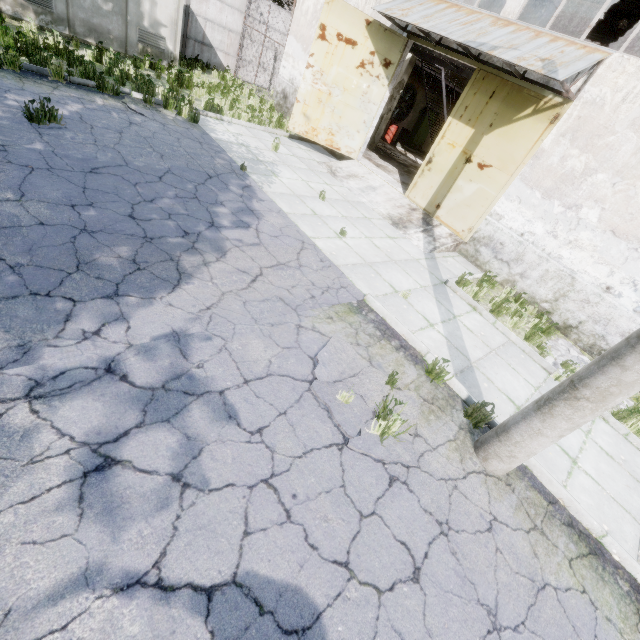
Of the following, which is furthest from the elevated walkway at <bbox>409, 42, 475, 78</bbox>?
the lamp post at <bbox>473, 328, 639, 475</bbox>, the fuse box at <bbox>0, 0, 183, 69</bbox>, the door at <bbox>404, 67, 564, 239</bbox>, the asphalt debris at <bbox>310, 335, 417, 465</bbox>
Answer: the asphalt debris at <bbox>310, 335, 417, 465</bbox>

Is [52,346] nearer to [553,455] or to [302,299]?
[302,299]

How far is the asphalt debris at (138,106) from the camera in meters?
8.4 m

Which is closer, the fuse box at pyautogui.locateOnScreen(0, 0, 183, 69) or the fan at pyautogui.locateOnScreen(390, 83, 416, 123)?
the fuse box at pyautogui.locateOnScreen(0, 0, 183, 69)

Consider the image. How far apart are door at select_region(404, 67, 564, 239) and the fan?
11.92m

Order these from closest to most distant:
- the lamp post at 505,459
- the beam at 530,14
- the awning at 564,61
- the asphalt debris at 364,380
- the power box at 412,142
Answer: the lamp post at 505,459 < the asphalt debris at 364,380 < the awning at 564,61 < the beam at 530,14 < the power box at 412,142

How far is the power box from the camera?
21.50m

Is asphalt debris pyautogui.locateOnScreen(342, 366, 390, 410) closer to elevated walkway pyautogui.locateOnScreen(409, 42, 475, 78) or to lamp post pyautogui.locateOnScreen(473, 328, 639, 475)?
lamp post pyautogui.locateOnScreen(473, 328, 639, 475)
